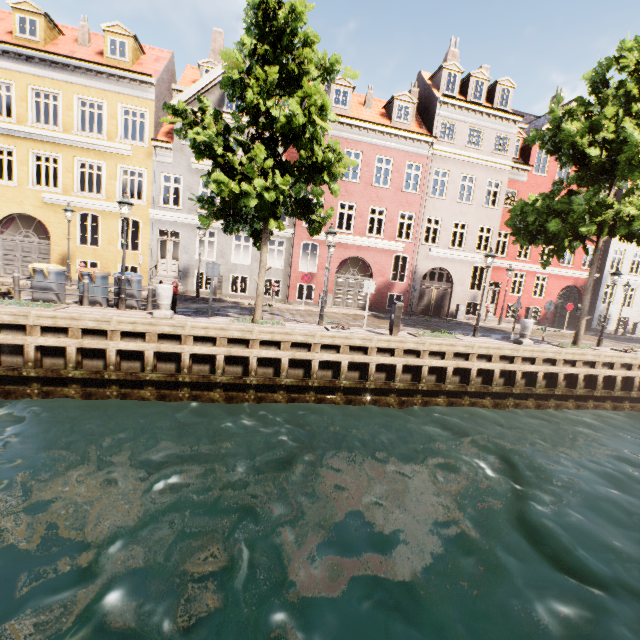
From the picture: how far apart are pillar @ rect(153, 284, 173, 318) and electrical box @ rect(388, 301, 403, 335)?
7.5 meters

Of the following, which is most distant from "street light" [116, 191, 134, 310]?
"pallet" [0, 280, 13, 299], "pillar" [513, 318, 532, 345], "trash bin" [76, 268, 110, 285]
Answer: "pillar" [513, 318, 532, 345]

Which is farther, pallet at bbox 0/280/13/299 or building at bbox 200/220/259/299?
building at bbox 200/220/259/299

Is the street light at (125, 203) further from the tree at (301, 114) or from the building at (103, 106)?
the building at (103, 106)

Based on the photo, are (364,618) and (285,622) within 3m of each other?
yes

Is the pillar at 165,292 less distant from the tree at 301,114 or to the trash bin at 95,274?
the tree at 301,114

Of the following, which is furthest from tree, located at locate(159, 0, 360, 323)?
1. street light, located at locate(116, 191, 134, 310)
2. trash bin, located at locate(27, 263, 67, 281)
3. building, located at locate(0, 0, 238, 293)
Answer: trash bin, located at locate(27, 263, 67, 281)

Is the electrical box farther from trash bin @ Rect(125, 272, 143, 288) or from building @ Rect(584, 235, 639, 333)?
building @ Rect(584, 235, 639, 333)
